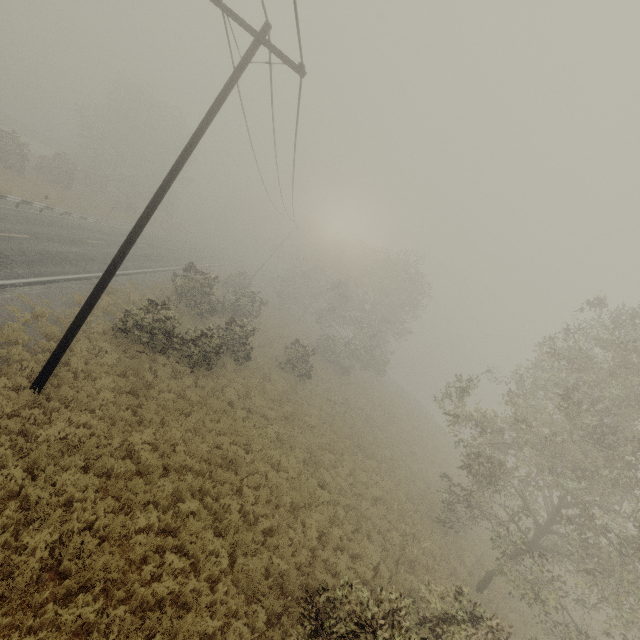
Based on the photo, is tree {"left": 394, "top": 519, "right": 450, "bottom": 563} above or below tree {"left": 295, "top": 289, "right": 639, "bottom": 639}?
below

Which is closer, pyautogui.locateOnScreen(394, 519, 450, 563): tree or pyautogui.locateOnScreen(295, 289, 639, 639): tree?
pyautogui.locateOnScreen(295, 289, 639, 639): tree

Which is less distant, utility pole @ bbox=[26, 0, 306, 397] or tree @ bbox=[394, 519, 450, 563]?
utility pole @ bbox=[26, 0, 306, 397]

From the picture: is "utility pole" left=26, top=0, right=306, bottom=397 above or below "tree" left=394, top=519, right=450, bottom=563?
below

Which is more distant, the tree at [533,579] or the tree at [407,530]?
the tree at [407,530]

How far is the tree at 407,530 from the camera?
13.3 meters

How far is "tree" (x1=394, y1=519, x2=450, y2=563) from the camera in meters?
13.3 m

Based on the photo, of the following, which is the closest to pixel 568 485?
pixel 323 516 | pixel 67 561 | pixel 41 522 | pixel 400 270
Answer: pixel 323 516
